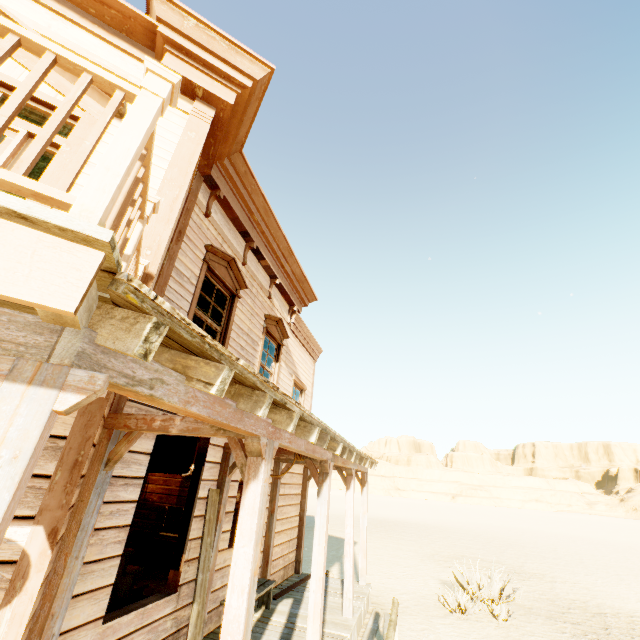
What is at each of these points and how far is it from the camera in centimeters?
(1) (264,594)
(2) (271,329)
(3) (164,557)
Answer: (1) bench, 633cm
(2) widow, 804cm
(3) piano, 813cm

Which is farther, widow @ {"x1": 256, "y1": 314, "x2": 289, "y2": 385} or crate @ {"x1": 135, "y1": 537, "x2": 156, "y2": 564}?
crate @ {"x1": 135, "y1": 537, "x2": 156, "y2": 564}

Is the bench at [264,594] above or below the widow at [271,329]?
below

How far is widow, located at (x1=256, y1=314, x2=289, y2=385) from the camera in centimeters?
754cm

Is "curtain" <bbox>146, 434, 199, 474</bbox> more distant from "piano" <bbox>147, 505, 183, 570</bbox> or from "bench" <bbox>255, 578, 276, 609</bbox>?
"piano" <bbox>147, 505, 183, 570</bbox>

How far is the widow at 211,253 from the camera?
5.34m

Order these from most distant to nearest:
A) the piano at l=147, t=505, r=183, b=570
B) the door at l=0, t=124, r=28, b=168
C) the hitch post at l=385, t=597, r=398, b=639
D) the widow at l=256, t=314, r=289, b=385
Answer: the piano at l=147, t=505, r=183, b=570 < the widow at l=256, t=314, r=289, b=385 < the hitch post at l=385, t=597, r=398, b=639 < the door at l=0, t=124, r=28, b=168

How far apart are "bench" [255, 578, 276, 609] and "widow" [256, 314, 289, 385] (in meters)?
3.19
